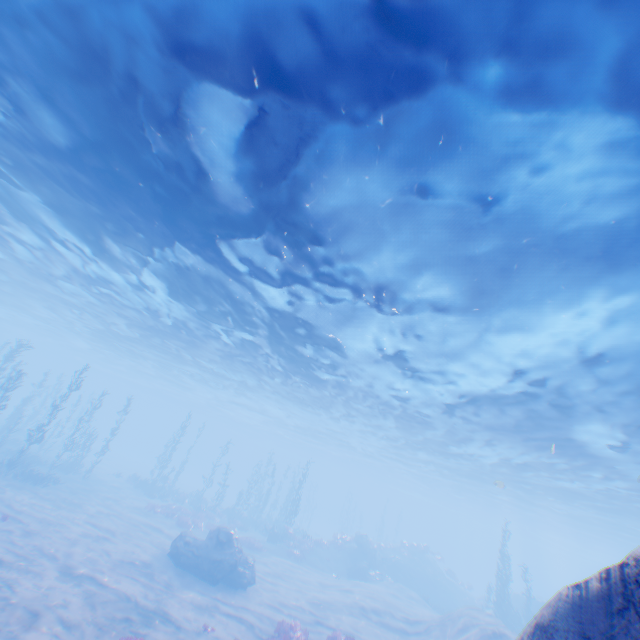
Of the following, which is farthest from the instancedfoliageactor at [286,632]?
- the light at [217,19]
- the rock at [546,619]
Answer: the light at [217,19]

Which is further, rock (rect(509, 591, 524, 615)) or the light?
rock (rect(509, 591, 524, 615))

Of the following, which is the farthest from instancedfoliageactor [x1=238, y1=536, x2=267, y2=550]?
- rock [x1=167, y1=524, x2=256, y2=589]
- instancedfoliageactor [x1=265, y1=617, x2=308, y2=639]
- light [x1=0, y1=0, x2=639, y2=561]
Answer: instancedfoliageactor [x1=265, y1=617, x2=308, y2=639]

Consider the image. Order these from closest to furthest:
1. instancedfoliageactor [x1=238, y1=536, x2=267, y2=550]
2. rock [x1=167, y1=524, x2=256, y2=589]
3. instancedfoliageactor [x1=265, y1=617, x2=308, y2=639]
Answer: instancedfoliageactor [x1=265, y1=617, x2=308, y2=639], rock [x1=167, y1=524, x2=256, y2=589], instancedfoliageactor [x1=238, y1=536, x2=267, y2=550]

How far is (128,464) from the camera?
47.4 meters

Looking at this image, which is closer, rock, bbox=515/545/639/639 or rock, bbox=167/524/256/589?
rock, bbox=515/545/639/639

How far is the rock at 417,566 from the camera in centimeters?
2989cm

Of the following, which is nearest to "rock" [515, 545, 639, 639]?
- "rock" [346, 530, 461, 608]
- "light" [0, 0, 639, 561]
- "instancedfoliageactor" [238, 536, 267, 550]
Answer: "light" [0, 0, 639, 561]
